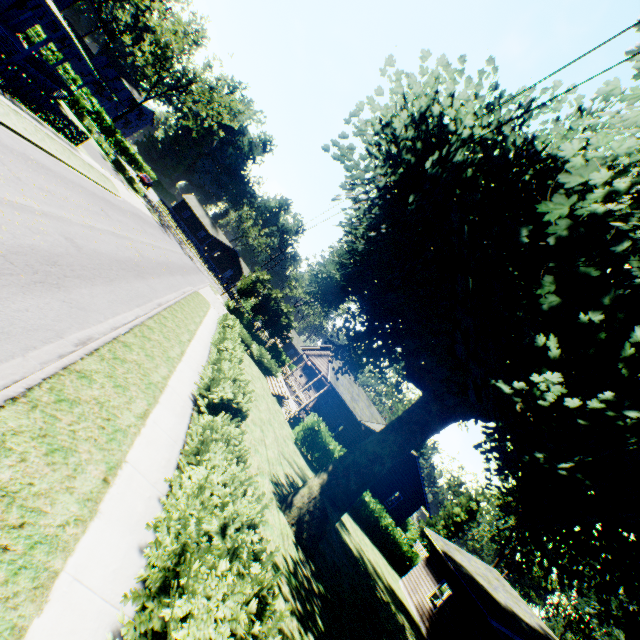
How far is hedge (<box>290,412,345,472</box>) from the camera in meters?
21.6

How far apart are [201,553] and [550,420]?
6.5 meters

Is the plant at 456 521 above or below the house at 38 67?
above

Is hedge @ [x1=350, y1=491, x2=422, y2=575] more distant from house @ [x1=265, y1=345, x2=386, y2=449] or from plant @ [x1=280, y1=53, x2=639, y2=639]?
plant @ [x1=280, y1=53, x2=639, y2=639]

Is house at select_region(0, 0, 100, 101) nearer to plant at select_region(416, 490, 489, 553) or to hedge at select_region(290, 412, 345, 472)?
plant at select_region(416, 490, 489, 553)

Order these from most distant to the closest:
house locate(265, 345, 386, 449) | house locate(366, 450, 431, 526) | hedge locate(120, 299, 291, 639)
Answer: house locate(366, 450, 431, 526), house locate(265, 345, 386, 449), hedge locate(120, 299, 291, 639)

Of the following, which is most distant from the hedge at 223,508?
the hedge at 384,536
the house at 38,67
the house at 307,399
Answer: the house at 38,67

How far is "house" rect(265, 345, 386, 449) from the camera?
25.52m
